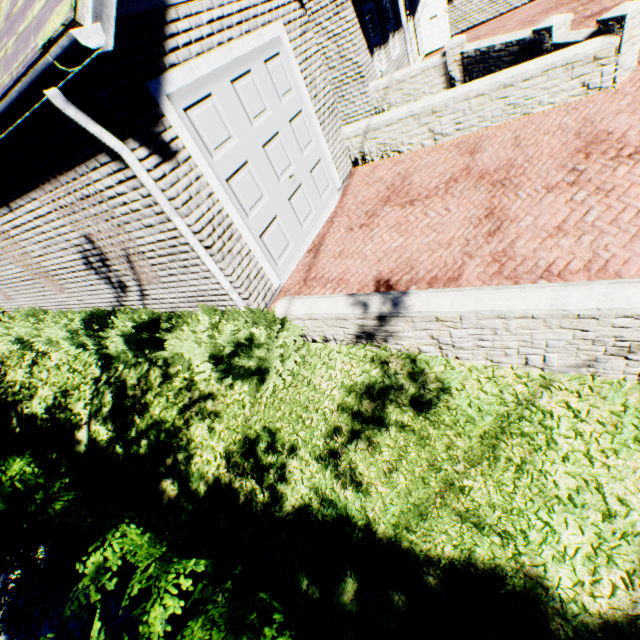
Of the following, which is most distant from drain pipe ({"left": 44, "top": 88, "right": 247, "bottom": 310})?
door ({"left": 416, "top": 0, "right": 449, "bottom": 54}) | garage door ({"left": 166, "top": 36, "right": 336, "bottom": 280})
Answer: door ({"left": 416, "top": 0, "right": 449, "bottom": 54})

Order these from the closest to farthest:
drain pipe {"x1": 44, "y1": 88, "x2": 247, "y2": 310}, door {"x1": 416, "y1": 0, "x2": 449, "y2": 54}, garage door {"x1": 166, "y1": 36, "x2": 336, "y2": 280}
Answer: drain pipe {"x1": 44, "y1": 88, "x2": 247, "y2": 310} < garage door {"x1": 166, "y1": 36, "x2": 336, "y2": 280} < door {"x1": 416, "y1": 0, "x2": 449, "y2": 54}

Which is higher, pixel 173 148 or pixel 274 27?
pixel 274 27

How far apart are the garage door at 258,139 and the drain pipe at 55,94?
0.72m

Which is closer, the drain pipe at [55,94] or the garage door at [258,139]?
the drain pipe at [55,94]

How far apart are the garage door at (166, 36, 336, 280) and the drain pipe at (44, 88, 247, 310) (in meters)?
0.72

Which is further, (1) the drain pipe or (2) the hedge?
(2) the hedge

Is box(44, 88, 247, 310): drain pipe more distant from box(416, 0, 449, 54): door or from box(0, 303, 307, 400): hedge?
box(416, 0, 449, 54): door
